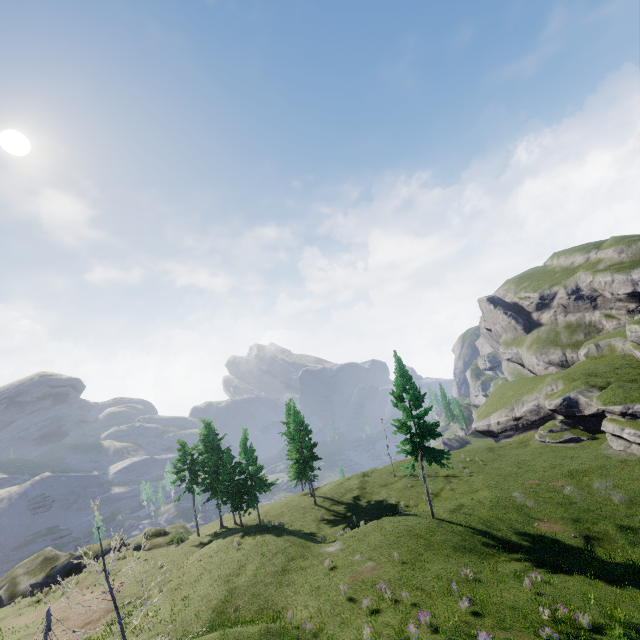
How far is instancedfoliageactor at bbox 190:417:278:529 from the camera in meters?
36.6 m

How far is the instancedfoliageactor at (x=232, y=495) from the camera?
36.6 meters

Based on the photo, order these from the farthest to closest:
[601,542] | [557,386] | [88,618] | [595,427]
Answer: [557,386]
[595,427]
[88,618]
[601,542]
